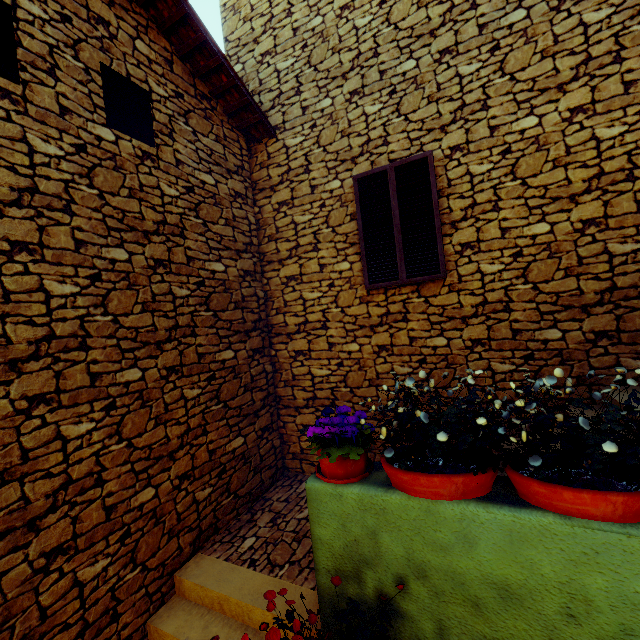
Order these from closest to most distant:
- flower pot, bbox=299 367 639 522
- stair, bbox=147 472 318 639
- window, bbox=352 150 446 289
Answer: flower pot, bbox=299 367 639 522, stair, bbox=147 472 318 639, window, bbox=352 150 446 289

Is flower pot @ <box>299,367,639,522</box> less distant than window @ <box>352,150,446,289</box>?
Yes

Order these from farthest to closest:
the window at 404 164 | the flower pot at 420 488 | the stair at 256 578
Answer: the window at 404 164, the stair at 256 578, the flower pot at 420 488

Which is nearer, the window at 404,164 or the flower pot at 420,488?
the flower pot at 420,488

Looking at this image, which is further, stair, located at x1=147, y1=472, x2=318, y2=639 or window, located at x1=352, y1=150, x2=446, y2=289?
window, located at x1=352, y1=150, x2=446, y2=289

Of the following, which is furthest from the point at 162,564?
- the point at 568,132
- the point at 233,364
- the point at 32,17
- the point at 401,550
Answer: the point at 568,132

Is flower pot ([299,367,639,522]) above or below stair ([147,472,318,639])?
above

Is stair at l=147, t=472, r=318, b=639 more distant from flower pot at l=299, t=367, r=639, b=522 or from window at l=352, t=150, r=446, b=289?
window at l=352, t=150, r=446, b=289
